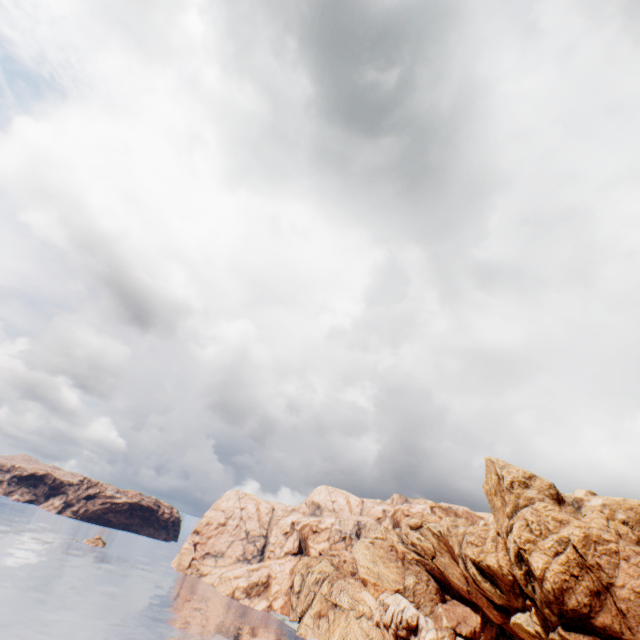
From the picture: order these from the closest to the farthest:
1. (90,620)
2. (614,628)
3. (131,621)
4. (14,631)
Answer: (614,628) < (14,631) < (90,620) < (131,621)
